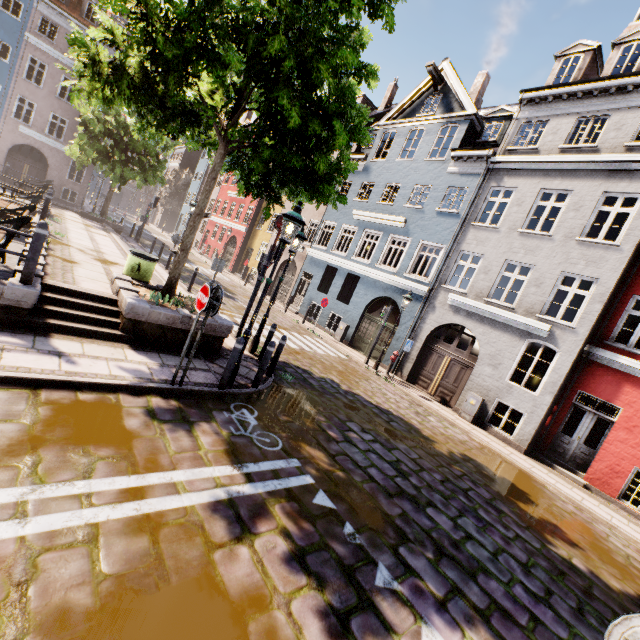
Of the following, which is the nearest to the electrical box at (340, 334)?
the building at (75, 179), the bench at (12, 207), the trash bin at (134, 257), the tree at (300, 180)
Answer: the building at (75, 179)

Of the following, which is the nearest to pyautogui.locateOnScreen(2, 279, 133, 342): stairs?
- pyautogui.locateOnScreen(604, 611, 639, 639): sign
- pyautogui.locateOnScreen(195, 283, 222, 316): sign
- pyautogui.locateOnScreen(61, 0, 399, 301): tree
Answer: pyautogui.locateOnScreen(61, 0, 399, 301): tree

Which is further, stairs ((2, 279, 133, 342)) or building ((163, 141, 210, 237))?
building ((163, 141, 210, 237))

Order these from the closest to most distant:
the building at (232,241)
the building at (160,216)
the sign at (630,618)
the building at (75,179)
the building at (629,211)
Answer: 1. the sign at (630,618)
2. the building at (629,211)
3. the building at (75,179)
4. the building at (232,241)
5. the building at (160,216)

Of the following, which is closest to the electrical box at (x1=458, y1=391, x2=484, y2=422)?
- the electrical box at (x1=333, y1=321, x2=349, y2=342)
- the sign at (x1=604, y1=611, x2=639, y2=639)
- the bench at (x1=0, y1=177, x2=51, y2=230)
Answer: the electrical box at (x1=333, y1=321, x2=349, y2=342)

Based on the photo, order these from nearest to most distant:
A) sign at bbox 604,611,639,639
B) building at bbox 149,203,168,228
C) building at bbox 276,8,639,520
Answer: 1. sign at bbox 604,611,639,639
2. building at bbox 276,8,639,520
3. building at bbox 149,203,168,228

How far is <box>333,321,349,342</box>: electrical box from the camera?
17.9 meters

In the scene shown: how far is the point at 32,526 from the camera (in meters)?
2.73
